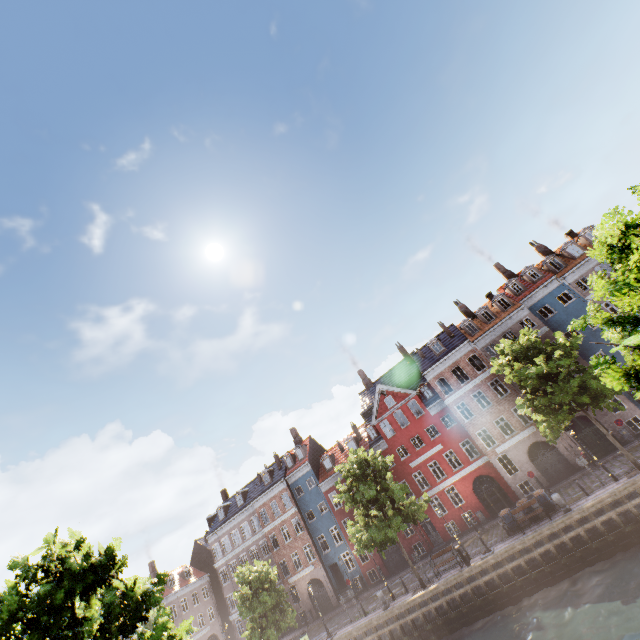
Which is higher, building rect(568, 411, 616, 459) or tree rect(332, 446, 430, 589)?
tree rect(332, 446, 430, 589)

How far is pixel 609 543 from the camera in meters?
18.6 m

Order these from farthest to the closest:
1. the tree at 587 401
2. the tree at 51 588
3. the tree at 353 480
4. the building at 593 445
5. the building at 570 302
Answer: the building at 570 302, the building at 593 445, the tree at 353 480, the tree at 51 588, the tree at 587 401

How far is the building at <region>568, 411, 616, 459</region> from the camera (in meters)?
26.58

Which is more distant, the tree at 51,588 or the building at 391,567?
the building at 391,567

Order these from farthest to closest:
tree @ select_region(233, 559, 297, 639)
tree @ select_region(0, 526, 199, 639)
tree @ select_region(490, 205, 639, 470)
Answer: tree @ select_region(233, 559, 297, 639) → tree @ select_region(0, 526, 199, 639) → tree @ select_region(490, 205, 639, 470)

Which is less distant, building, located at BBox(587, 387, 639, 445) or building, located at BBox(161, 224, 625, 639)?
building, located at BBox(587, 387, 639, 445)

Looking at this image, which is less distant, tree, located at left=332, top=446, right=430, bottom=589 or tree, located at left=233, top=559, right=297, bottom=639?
tree, located at left=332, top=446, right=430, bottom=589
